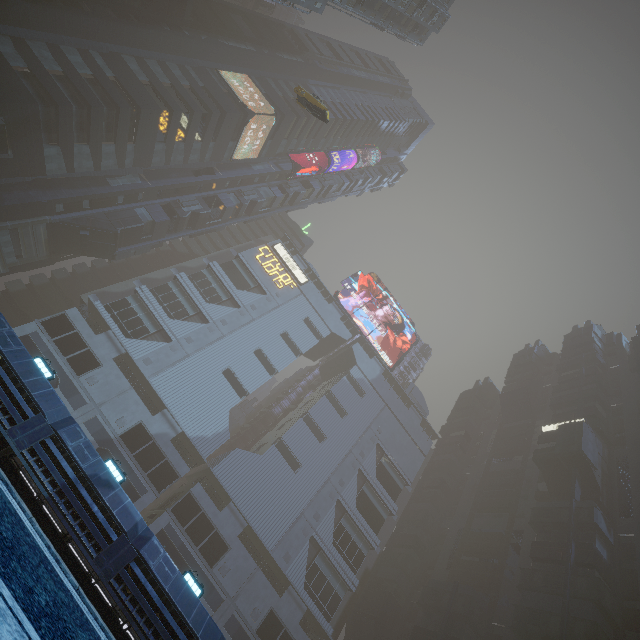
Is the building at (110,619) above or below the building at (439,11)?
below

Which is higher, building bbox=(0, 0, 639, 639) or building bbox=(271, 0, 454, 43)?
building bbox=(271, 0, 454, 43)

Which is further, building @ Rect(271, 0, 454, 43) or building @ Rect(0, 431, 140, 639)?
building @ Rect(271, 0, 454, 43)

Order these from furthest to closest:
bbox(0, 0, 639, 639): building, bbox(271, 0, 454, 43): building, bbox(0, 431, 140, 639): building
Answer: bbox(271, 0, 454, 43): building
bbox(0, 0, 639, 639): building
bbox(0, 431, 140, 639): building

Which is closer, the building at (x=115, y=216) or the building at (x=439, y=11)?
the building at (x=115, y=216)

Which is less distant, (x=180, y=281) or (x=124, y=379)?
(x=124, y=379)
